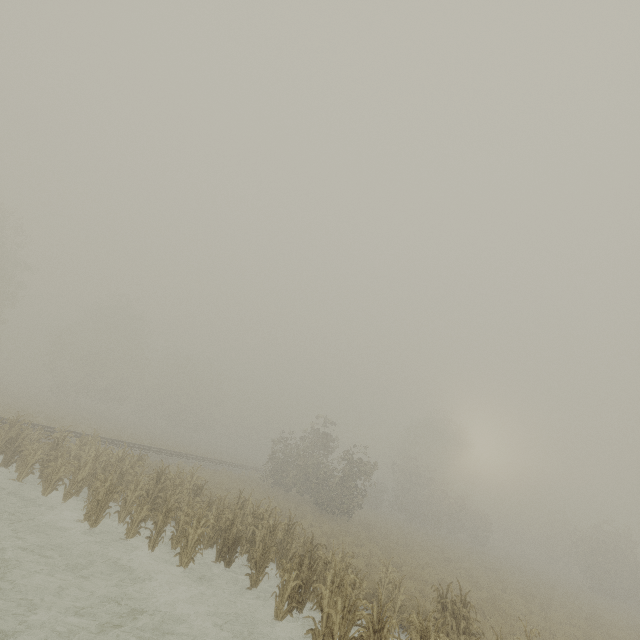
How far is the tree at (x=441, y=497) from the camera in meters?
37.1 m

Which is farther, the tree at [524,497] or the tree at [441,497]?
the tree at [441,497]

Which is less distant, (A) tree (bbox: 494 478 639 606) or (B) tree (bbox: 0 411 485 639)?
(B) tree (bbox: 0 411 485 639)

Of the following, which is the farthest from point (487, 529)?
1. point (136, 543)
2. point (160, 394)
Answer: point (160, 394)

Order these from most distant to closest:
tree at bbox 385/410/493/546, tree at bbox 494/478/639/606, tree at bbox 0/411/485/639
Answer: tree at bbox 385/410/493/546, tree at bbox 494/478/639/606, tree at bbox 0/411/485/639

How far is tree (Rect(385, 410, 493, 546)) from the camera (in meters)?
37.12

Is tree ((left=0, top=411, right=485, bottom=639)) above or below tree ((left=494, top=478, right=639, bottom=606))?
below
